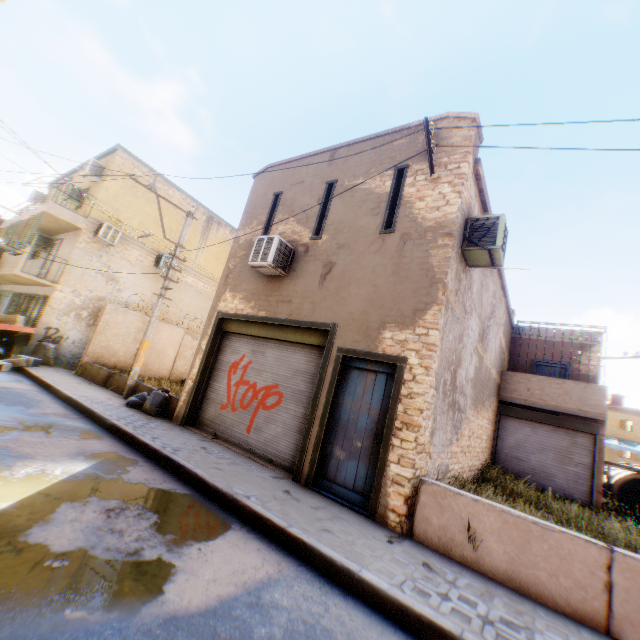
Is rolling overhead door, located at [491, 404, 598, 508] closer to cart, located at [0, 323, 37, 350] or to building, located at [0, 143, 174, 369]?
building, located at [0, 143, 174, 369]

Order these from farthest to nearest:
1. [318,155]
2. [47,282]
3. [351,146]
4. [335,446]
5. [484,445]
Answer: [47,282], [484,445], [318,155], [351,146], [335,446]

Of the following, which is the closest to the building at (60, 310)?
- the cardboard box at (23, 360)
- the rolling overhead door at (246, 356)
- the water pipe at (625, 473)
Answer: the rolling overhead door at (246, 356)

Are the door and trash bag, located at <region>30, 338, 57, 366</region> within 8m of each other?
no

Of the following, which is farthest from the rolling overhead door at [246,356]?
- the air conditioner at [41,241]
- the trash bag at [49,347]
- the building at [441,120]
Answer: the air conditioner at [41,241]

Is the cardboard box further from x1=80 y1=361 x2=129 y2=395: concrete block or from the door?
the door

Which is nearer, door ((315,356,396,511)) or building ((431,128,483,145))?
door ((315,356,396,511))

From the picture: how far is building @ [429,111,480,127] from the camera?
7.0m
